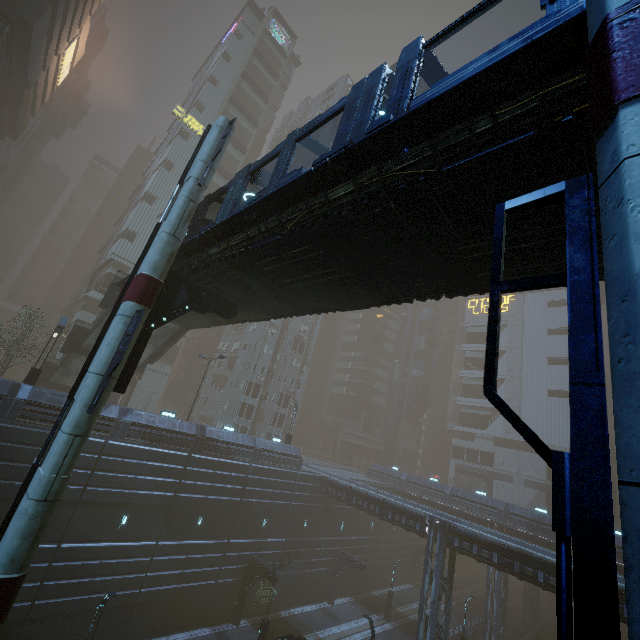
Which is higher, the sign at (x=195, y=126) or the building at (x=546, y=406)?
the sign at (x=195, y=126)

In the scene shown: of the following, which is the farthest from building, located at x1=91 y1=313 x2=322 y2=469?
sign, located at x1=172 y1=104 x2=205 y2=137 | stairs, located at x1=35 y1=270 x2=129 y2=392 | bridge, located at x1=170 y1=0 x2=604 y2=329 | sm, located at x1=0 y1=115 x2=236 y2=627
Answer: bridge, located at x1=170 y1=0 x2=604 y2=329

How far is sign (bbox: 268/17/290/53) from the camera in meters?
56.6

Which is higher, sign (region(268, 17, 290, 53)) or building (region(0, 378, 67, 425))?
sign (region(268, 17, 290, 53))

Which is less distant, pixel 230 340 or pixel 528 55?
pixel 528 55

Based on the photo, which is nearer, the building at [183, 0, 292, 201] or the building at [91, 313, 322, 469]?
the building at [91, 313, 322, 469]

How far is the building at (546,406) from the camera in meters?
54.5

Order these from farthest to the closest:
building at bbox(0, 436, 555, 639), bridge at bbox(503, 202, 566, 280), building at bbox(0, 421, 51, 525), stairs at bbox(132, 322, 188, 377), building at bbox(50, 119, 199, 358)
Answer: building at bbox(50, 119, 199, 358) < stairs at bbox(132, 322, 188, 377) < building at bbox(0, 436, 555, 639) < building at bbox(0, 421, 51, 525) < bridge at bbox(503, 202, 566, 280)
